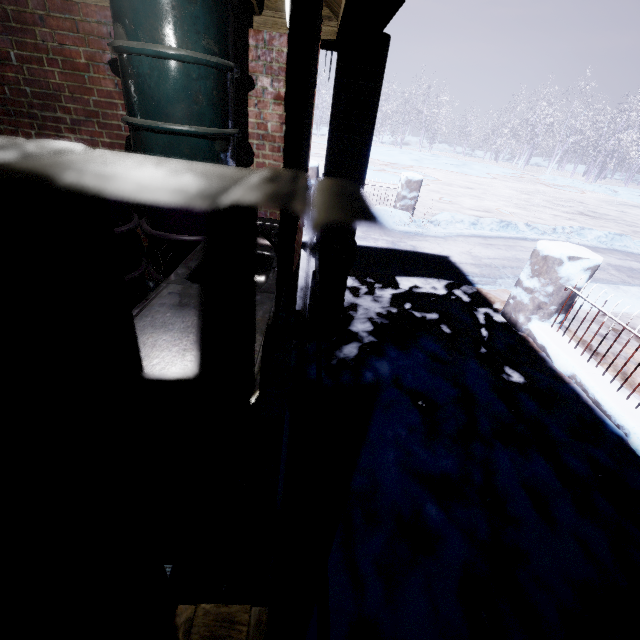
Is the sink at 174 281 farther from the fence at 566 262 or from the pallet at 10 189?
the fence at 566 262

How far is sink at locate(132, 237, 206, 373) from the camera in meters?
0.8

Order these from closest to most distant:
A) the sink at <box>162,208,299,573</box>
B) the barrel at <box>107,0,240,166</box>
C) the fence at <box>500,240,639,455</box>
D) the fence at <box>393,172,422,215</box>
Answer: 1. the sink at <box>162,208,299,573</box>
2. the barrel at <box>107,0,240,166</box>
3. the fence at <box>500,240,639,455</box>
4. the fence at <box>393,172,422,215</box>

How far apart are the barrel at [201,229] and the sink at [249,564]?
0.09m

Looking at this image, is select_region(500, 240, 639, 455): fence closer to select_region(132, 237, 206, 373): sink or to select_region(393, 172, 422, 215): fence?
select_region(132, 237, 206, 373): sink

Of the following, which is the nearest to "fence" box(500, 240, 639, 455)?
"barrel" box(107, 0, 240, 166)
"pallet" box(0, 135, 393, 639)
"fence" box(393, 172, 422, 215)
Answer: "pallet" box(0, 135, 393, 639)

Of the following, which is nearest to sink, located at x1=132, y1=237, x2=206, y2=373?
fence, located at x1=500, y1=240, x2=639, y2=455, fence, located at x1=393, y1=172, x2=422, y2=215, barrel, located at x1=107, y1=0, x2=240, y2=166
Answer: barrel, located at x1=107, y1=0, x2=240, y2=166

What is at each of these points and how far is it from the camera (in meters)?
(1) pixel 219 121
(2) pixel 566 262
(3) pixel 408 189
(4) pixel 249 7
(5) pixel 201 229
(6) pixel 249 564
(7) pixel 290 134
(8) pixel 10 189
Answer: (1) barrel, 2.03
(2) fence, 3.08
(3) fence, 7.37
(4) beam, 2.12
(5) barrel, 2.28
(6) sink, 0.93
(7) sink, 0.46
(8) pallet, 0.13
